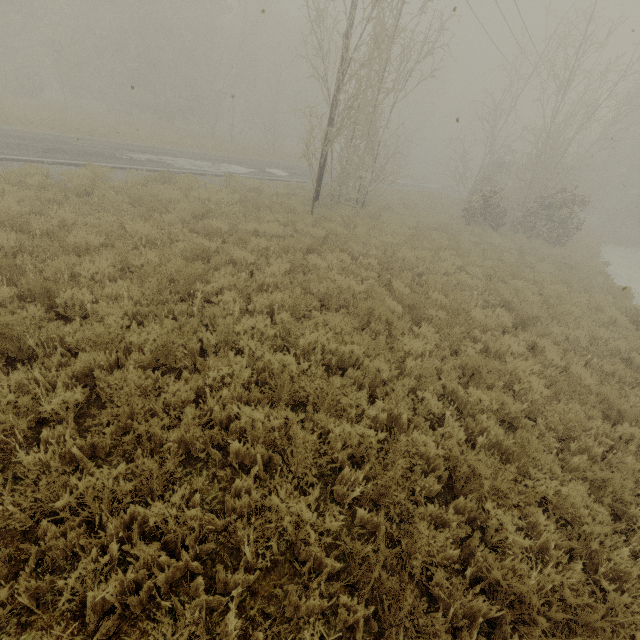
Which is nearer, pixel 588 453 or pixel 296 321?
pixel 588 453
